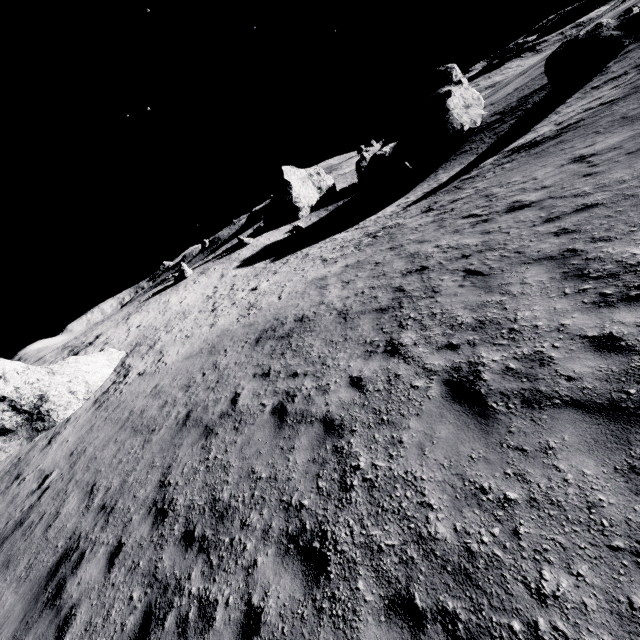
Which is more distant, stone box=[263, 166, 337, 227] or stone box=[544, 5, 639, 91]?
stone box=[263, 166, 337, 227]

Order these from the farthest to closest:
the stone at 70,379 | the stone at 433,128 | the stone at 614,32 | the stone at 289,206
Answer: the stone at 289,206
the stone at 433,128
the stone at 614,32
the stone at 70,379

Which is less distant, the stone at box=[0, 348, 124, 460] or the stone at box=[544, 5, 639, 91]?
the stone at box=[0, 348, 124, 460]

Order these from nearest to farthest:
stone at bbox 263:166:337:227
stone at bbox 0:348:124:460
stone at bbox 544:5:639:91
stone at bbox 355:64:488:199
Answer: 1. stone at bbox 0:348:124:460
2. stone at bbox 544:5:639:91
3. stone at bbox 355:64:488:199
4. stone at bbox 263:166:337:227

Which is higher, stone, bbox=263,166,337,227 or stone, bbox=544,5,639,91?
stone, bbox=263,166,337,227

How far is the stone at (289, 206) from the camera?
45.8m

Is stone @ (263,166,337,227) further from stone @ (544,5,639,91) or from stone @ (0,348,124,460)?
stone @ (0,348,124,460)

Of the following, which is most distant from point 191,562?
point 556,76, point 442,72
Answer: point 442,72
